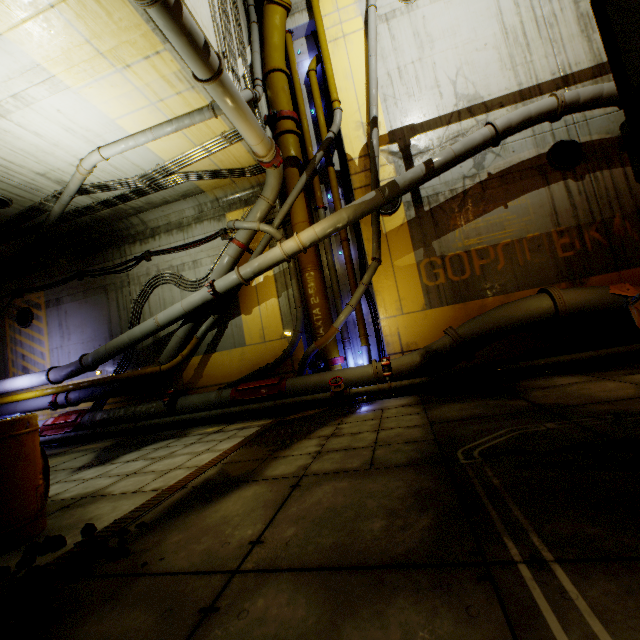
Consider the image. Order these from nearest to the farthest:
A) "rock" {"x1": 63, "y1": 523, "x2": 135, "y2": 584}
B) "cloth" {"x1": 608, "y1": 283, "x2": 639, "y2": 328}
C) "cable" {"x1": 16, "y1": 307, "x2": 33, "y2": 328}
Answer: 1. "rock" {"x1": 63, "y1": 523, "x2": 135, "y2": 584}
2. "cloth" {"x1": 608, "y1": 283, "x2": 639, "y2": 328}
3. "cable" {"x1": 16, "y1": 307, "x2": 33, "y2": 328}

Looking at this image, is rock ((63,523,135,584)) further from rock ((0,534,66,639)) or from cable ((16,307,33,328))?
cable ((16,307,33,328))

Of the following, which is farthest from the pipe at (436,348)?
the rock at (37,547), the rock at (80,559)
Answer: the rock at (37,547)

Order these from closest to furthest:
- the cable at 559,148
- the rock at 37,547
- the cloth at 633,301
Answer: the rock at 37,547, the cloth at 633,301, the cable at 559,148

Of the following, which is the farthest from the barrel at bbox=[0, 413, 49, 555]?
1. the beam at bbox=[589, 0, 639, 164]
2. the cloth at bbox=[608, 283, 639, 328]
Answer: the cloth at bbox=[608, 283, 639, 328]

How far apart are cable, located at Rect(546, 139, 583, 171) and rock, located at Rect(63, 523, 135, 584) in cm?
1135

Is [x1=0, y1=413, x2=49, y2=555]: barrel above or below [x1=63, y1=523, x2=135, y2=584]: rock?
above

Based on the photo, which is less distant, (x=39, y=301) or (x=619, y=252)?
(x=619, y=252)
